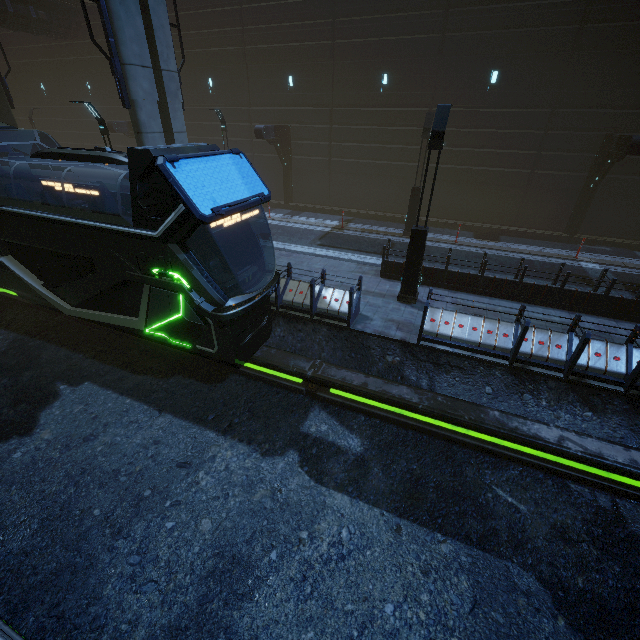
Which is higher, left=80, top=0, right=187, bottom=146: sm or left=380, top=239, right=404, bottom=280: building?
left=80, top=0, right=187, bottom=146: sm

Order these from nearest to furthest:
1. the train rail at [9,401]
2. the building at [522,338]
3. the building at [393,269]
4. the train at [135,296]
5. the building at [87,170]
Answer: the train rail at [9,401] < the train at [135,296] < the building at [522,338] < the building at [393,269] < the building at [87,170]

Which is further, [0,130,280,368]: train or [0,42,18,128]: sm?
[0,42,18,128]: sm

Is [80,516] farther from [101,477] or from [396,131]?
[396,131]

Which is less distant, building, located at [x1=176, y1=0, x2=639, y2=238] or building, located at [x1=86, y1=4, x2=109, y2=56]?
building, located at [x1=176, y1=0, x2=639, y2=238]

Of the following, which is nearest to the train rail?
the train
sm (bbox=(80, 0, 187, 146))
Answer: the train

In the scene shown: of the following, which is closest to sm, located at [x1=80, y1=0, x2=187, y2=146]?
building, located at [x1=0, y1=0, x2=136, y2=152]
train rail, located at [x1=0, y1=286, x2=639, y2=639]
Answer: building, located at [x1=0, y1=0, x2=136, y2=152]

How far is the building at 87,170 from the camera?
29.81m
